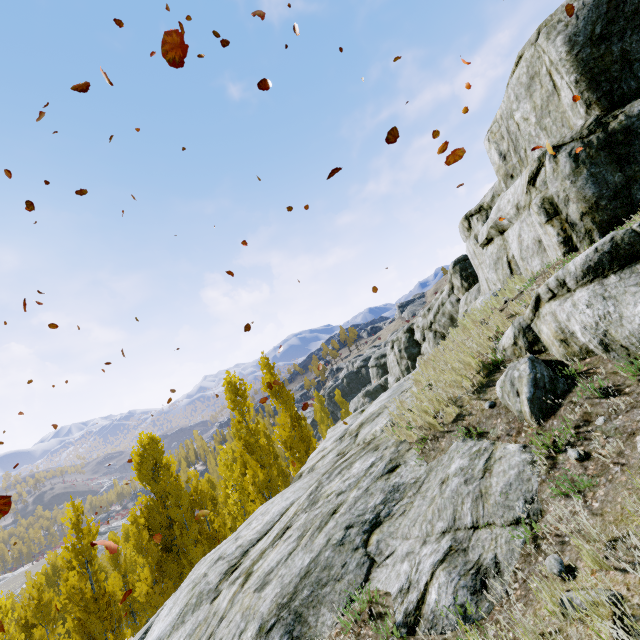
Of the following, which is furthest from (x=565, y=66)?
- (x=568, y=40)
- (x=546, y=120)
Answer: (x=546, y=120)

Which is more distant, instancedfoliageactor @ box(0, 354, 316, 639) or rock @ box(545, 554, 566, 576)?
instancedfoliageactor @ box(0, 354, 316, 639)

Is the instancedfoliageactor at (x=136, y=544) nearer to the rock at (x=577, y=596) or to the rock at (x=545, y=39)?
the rock at (x=545, y=39)

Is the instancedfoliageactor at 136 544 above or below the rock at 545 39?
below

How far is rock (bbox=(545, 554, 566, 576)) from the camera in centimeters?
255cm

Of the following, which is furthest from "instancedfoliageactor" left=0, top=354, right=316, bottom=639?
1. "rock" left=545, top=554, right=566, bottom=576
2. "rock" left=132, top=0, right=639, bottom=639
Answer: "rock" left=545, top=554, right=566, bottom=576

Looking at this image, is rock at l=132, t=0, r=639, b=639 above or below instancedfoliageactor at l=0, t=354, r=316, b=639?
above

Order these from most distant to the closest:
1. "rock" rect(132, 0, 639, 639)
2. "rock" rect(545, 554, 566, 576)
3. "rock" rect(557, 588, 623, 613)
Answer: "rock" rect(132, 0, 639, 639) → "rock" rect(545, 554, 566, 576) → "rock" rect(557, 588, 623, 613)
